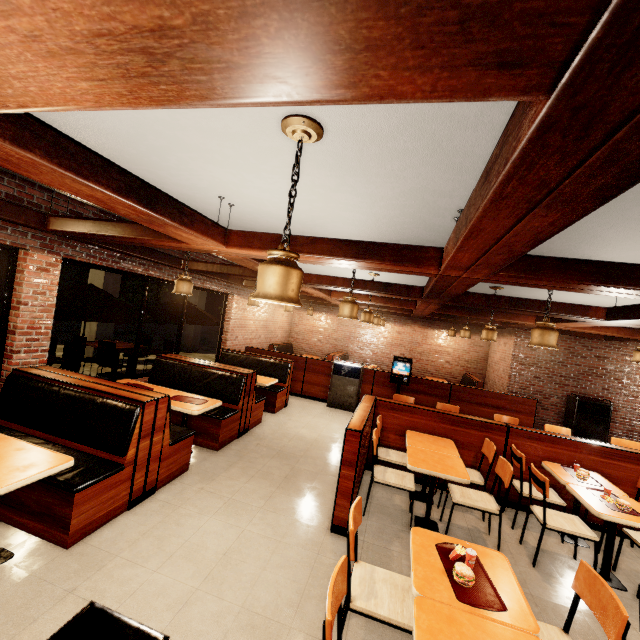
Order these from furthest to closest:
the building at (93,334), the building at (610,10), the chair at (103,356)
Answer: the building at (93,334), the chair at (103,356), the building at (610,10)

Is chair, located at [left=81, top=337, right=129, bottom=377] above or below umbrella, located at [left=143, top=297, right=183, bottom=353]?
below

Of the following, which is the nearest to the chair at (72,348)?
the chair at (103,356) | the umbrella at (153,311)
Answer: the chair at (103,356)

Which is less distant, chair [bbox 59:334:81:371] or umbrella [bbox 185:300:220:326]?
chair [bbox 59:334:81:371]

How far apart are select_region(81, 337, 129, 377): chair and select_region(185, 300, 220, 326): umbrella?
1.01m

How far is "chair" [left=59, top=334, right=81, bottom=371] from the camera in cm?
678

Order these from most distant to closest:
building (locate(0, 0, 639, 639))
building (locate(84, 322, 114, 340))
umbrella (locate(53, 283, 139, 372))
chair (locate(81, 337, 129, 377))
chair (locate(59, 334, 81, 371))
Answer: building (locate(84, 322, 114, 340))
chair (locate(81, 337, 129, 377))
chair (locate(59, 334, 81, 371))
umbrella (locate(53, 283, 139, 372))
building (locate(0, 0, 639, 639))

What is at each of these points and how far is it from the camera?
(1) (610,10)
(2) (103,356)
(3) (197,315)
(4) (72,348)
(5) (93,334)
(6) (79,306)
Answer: (1) building, 0.52m
(2) chair, 7.63m
(3) umbrella, 8.67m
(4) chair, 6.82m
(5) building, 9.84m
(6) umbrella, 5.65m
